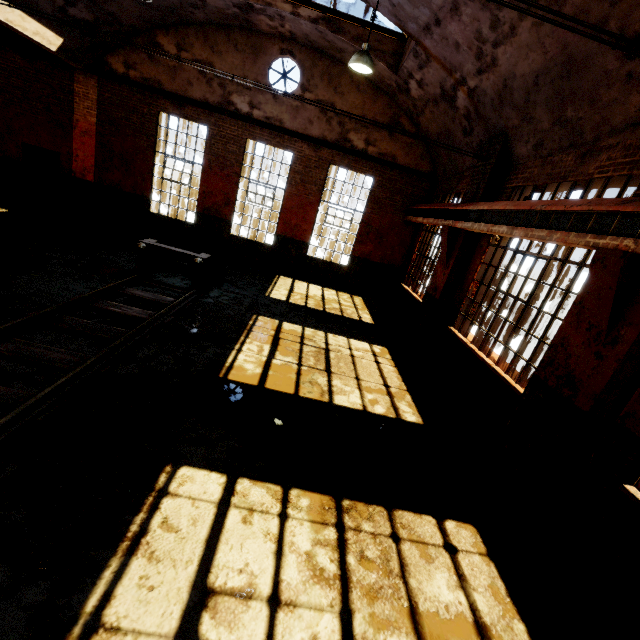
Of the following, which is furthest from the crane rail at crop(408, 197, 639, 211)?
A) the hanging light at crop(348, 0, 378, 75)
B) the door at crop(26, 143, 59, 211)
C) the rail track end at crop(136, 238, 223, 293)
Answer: the door at crop(26, 143, 59, 211)

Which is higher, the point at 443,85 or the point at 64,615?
the point at 443,85

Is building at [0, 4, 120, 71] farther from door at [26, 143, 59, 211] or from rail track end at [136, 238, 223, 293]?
rail track end at [136, 238, 223, 293]

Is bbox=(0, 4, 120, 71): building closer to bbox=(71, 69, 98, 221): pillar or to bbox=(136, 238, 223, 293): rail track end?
bbox=(71, 69, 98, 221): pillar

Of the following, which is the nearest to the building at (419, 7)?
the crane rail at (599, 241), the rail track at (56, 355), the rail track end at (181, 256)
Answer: the crane rail at (599, 241)

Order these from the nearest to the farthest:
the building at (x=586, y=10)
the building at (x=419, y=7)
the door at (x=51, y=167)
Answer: the building at (x=586, y=10)
the building at (x=419, y=7)
the door at (x=51, y=167)

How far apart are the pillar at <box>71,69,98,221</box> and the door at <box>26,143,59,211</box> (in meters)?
0.37

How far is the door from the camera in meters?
11.9
